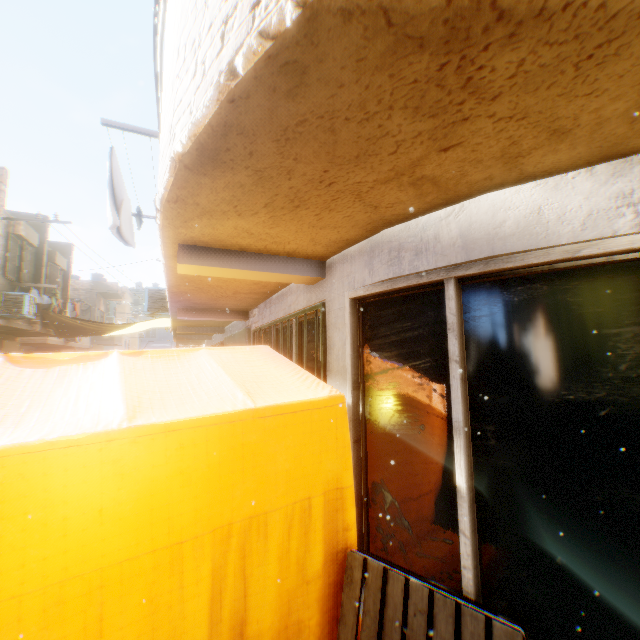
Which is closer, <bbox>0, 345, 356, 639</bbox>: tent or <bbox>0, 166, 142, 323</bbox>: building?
<bbox>0, 345, 356, 639</bbox>: tent

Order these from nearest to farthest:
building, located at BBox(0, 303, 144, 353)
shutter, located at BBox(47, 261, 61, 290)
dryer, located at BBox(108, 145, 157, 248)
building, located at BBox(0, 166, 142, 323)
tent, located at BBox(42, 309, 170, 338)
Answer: dryer, located at BBox(108, 145, 157, 248) < building, located at BBox(0, 166, 142, 323) < building, located at BBox(0, 303, 144, 353) < tent, located at BBox(42, 309, 170, 338) < shutter, located at BBox(47, 261, 61, 290)

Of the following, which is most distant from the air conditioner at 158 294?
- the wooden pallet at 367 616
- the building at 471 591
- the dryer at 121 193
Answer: the wooden pallet at 367 616

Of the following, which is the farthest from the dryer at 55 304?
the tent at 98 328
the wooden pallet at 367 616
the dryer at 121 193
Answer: the wooden pallet at 367 616

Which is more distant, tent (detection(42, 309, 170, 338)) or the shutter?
the shutter

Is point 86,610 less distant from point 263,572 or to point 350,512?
point 263,572

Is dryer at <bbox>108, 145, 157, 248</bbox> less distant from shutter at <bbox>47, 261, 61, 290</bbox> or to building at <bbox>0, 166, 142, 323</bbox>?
building at <bbox>0, 166, 142, 323</bbox>

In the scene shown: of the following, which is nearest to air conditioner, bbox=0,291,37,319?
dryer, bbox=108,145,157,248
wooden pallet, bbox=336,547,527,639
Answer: dryer, bbox=108,145,157,248
